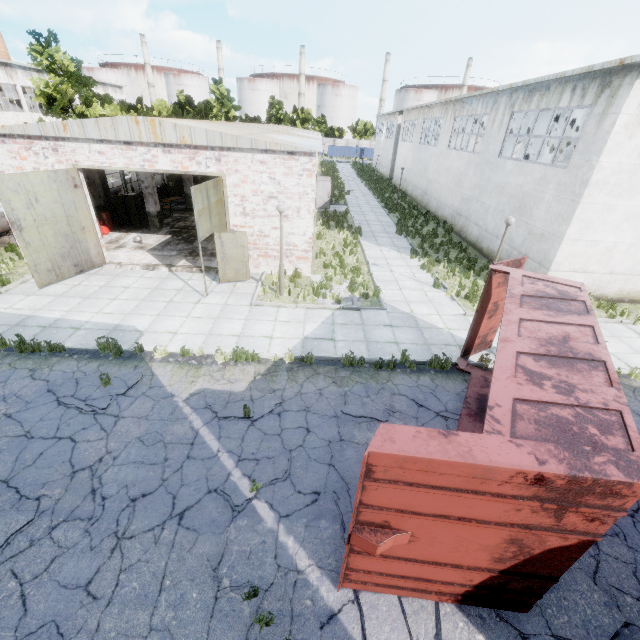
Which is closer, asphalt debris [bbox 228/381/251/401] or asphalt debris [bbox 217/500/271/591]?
asphalt debris [bbox 217/500/271/591]

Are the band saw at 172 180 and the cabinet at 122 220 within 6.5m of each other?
no

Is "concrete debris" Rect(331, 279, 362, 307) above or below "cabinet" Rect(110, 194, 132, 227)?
below

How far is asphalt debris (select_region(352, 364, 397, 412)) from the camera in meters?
7.9 m

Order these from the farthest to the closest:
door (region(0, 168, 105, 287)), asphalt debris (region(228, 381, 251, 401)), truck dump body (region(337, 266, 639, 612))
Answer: door (region(0, 168, 105, 287)) → asphalt debris (region(228, 381, 251, 401)) → truck dump body (region(337, 266, 639, 612))

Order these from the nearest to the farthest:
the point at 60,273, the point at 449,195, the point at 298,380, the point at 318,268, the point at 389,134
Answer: the point at 298,380 < the point at 60,273 < the point at 318,268 < the point at 449,195 < the point at 389,134

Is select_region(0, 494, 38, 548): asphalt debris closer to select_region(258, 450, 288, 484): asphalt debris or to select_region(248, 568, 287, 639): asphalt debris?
select_region(258, 450, 288, 484): asphalt debris

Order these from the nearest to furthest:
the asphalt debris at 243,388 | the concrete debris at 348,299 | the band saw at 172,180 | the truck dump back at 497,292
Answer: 1. the asphalt debris at 243,388
2. the truck dump back at 497,292
3. the concrete debris at 348,299
4. the band saw at 172,180
